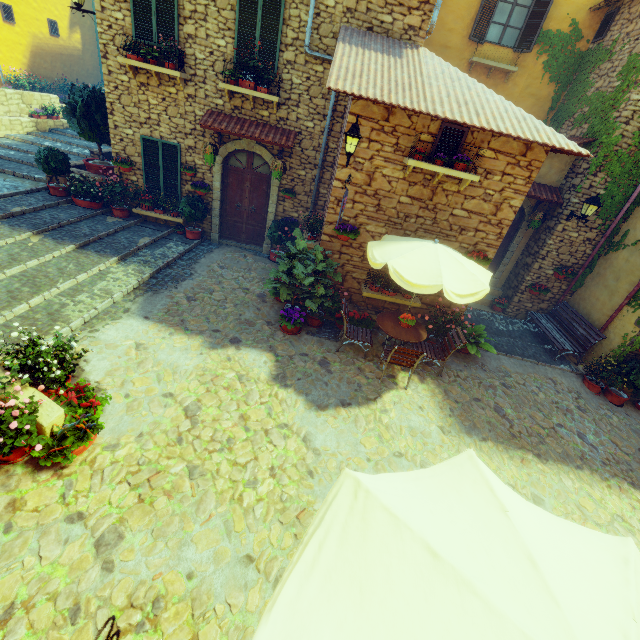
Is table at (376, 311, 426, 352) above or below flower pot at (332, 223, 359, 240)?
below

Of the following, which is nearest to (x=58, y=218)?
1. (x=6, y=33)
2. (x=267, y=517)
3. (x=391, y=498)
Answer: (x=267, y=517)

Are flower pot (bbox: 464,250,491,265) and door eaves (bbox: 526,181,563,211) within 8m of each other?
yes

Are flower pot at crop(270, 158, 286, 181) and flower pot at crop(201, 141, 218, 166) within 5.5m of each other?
yes

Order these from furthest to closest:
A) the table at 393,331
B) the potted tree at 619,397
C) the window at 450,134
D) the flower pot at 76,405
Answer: the potted tree at 619,397 → the table at 393,331 → the window at 450,134 → the flower pot at 76,405

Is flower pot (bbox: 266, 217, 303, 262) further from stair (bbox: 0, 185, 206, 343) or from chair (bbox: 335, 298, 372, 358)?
chair (bbox: 335, 298, 372, 358)

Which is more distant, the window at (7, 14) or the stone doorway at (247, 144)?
the window at (7, 14)

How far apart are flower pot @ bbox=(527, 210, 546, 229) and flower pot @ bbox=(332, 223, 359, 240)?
6.43m
